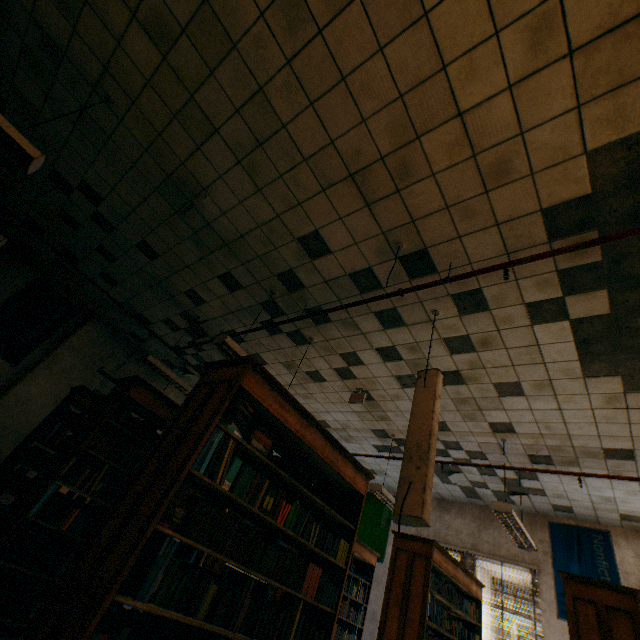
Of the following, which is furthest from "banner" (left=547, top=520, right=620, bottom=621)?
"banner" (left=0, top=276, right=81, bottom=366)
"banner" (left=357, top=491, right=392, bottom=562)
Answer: "banner" (left=0, top=276, right=81, bottom=366)

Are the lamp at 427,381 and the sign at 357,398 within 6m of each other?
yes

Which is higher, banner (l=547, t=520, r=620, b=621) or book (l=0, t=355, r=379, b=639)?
banner (l=547, t=520, r=620, b=621)

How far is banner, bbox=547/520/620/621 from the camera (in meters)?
5.75

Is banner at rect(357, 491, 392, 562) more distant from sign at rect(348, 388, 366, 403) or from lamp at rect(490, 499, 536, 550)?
sign at rect(348, 388, 366, 403)

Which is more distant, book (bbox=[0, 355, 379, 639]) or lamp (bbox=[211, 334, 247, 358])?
lamp (bbox=[211, 334, 247, 358])

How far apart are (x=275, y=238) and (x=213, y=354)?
3.69m

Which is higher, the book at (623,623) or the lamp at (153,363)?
the lamp at (153,363)
